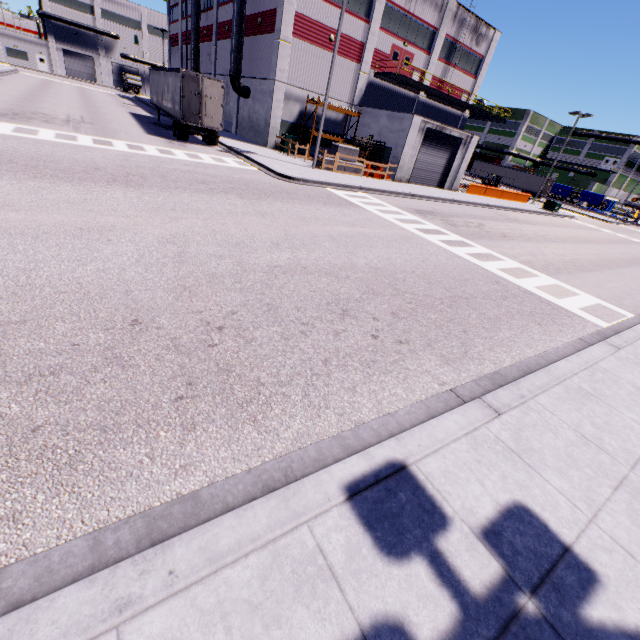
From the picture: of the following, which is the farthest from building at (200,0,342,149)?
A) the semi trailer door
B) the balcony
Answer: the semi trailer door

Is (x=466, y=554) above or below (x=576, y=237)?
above

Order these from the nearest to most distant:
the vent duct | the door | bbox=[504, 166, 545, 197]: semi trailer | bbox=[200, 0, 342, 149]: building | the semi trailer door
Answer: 1. the semi trailer door
2. bbox=[200, 0, 342, 149]: building
3. the vent duct
4. the door
5. bbox=[504, 166, 545, 197]: semi trailer

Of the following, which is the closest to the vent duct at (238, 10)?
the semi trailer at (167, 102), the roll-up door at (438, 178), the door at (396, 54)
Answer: the semi trailer at (167, 102)

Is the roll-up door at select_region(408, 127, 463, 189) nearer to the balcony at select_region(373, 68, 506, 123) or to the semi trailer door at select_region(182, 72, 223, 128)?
the balcony at select_region(373, 68, 506, 123)

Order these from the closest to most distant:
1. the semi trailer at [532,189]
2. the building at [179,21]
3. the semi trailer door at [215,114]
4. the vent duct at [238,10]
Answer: the semi trailer door at [215,114]
the vent duct at [238,10]
the building at [179,21]
the semi trailer at [532,189]

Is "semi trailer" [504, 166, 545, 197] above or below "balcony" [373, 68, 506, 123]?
below

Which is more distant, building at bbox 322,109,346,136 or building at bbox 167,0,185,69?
building at bbox 167,0,185,69
